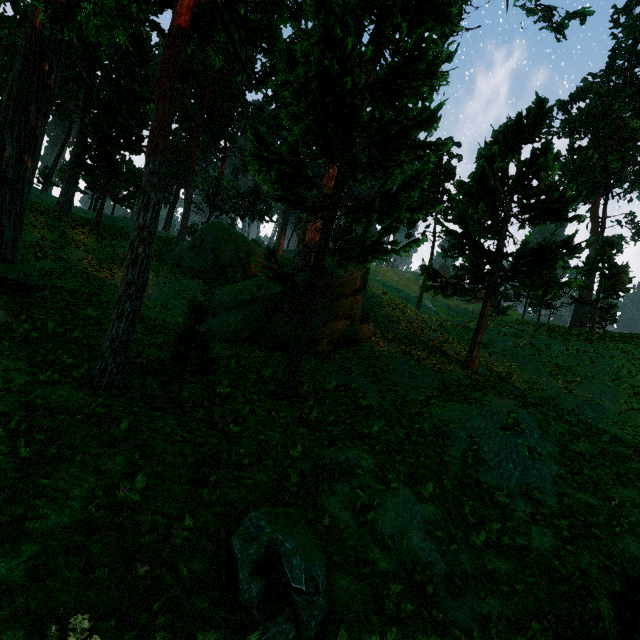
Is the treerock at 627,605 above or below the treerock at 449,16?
below

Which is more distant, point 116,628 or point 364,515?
point 364,515

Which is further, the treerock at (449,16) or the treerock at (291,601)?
the treerock at (449,16)

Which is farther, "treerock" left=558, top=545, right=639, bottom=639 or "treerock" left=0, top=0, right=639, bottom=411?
"treerock" left=0, top=0, right=639, bottom=411

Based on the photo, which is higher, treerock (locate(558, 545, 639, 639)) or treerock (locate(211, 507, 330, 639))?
treerock (locate(558, 545, 639, 639))
